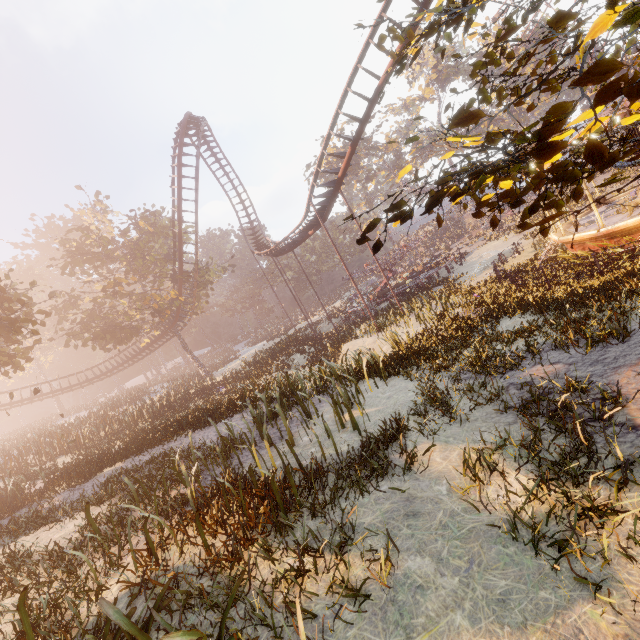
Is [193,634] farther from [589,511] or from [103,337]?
[103,337]

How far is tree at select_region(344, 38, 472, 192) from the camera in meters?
51.8 m

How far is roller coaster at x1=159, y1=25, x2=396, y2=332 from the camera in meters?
15.0

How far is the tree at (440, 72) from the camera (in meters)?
51.84

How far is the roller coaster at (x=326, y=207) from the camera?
14.96m

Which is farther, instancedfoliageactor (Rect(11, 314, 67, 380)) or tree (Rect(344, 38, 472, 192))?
tree (Rect(344, 38, 472, 192))

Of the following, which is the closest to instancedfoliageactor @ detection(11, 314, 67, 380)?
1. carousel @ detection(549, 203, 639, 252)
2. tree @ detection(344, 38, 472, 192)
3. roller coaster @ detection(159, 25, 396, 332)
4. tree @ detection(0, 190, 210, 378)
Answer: roller coaster @ detection(159, 25, 396, 332)

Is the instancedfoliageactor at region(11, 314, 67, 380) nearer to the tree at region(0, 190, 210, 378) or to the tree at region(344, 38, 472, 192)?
the tree at region(0, 190, 210, 378)
